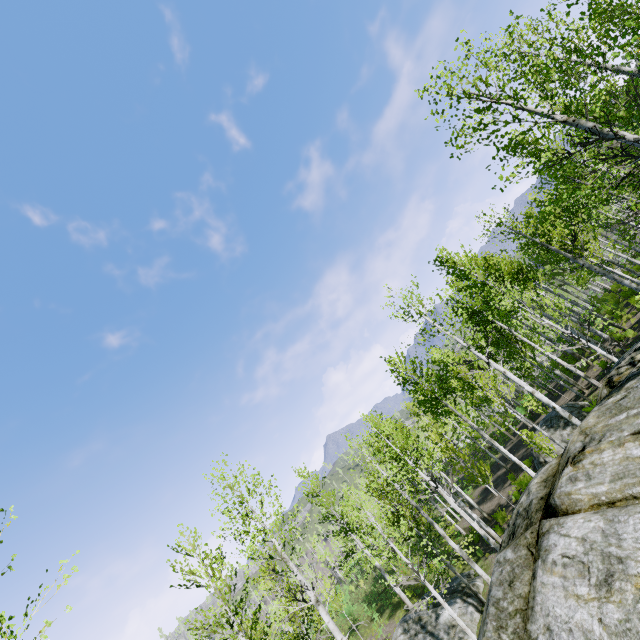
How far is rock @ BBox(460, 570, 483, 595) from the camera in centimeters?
A: 1641cm

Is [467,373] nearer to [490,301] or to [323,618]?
[323,618]

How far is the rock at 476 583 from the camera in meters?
16.4

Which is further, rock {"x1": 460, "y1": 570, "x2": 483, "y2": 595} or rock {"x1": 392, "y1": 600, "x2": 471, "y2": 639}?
rock {"x1": 460, "y1": 570, "x2": 483, "y2": 595}

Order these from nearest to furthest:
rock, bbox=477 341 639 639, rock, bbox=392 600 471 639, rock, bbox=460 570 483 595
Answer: rock, bbox=477 341 639 639, rock, bbox=392 600 471 639, rock, bbox=460 570 483 595

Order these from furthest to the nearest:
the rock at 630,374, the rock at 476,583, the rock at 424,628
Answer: the rock at 476,583, the rock at 424,628, the rock at 630,374

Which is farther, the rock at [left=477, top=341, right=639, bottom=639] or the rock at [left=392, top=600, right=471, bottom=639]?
the rock at [left=392, top=600, right=471, bottom=639]

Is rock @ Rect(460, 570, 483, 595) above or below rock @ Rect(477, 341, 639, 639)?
below
